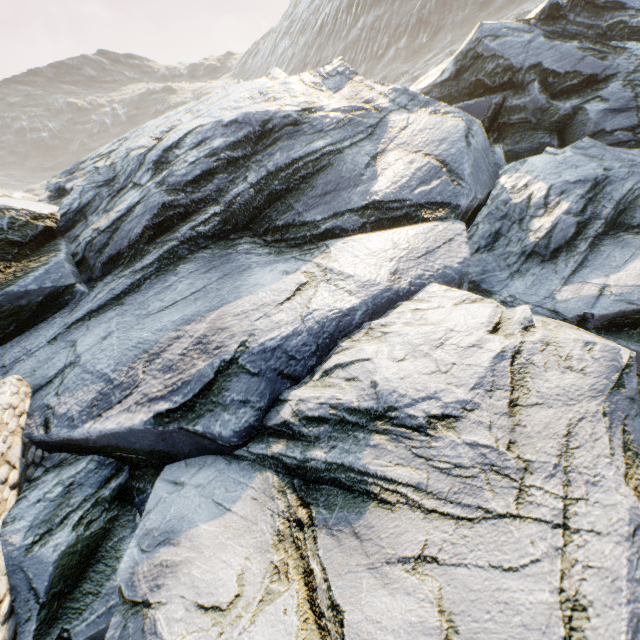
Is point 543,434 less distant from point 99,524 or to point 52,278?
point 99,524
